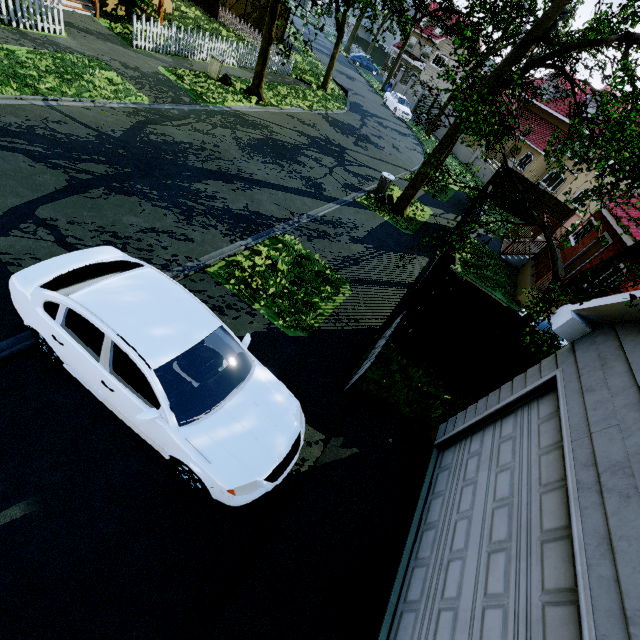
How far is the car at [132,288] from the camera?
3.84m

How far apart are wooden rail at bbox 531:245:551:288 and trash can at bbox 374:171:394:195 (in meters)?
7.08

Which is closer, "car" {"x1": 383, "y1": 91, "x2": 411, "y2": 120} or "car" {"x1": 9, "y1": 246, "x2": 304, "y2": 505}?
"car" {"x1": 9, "y1": 246, "x2": 304, "y2": 505}

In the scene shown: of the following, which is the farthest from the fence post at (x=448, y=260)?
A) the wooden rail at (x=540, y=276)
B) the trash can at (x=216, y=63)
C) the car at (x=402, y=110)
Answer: the car at (x=402, y=110)

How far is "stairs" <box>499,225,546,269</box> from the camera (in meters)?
14.85

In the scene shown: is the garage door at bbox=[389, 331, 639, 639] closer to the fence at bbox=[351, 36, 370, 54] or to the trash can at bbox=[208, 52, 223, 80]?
the fence at bbox=[351, 36, 370, 54]

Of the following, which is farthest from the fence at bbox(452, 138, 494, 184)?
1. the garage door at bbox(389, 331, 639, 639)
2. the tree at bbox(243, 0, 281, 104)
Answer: the garage door at bbox(389, 331, 639, 639)

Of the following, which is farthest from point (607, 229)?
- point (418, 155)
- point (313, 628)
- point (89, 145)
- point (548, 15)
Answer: point (89, 145)
